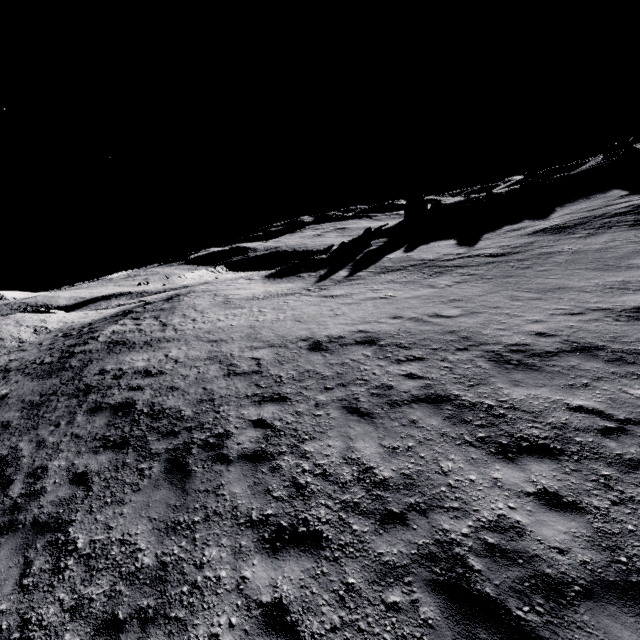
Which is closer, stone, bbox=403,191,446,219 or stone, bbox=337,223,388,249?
stone, bbox=337,223,388,249

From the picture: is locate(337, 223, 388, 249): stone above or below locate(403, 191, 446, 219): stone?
below

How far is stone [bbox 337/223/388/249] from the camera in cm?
3541

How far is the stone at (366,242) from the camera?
35.4 meters

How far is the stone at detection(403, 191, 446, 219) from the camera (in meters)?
42.88

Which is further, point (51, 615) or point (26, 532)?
point (26, 532)

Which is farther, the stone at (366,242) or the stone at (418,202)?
the stone at (418,202)
